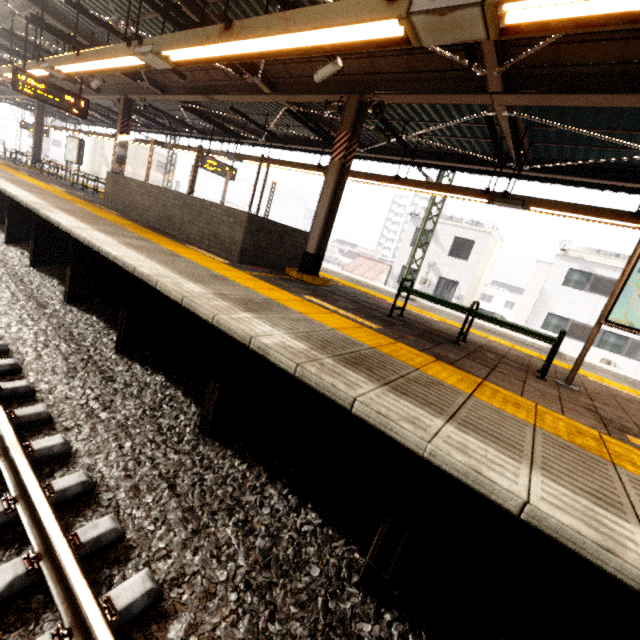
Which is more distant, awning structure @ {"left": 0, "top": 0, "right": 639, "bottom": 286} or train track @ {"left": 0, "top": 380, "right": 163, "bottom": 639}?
awning structure @ {"left": 0, "top": 0, "right": 639, "bottom": 286}

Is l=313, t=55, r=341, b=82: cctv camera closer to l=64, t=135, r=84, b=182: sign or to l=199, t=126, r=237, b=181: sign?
l=199, t=126, r=237, b=181: sign

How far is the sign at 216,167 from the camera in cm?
1193

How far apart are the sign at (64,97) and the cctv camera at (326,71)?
7.3m

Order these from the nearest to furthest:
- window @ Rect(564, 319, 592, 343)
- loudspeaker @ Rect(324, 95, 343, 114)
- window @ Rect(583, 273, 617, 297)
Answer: loudspeaker @ Rect(324, 95, 343, 114), window @ Rect(583, 273, 617, 297), window @ Rect(564, 319, 592, 343)

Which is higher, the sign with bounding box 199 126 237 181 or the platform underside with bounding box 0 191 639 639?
the sign with bounding box 199 126 237 181

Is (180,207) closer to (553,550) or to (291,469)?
(291,469)

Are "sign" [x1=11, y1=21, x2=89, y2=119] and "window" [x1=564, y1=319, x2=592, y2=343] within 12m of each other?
no
